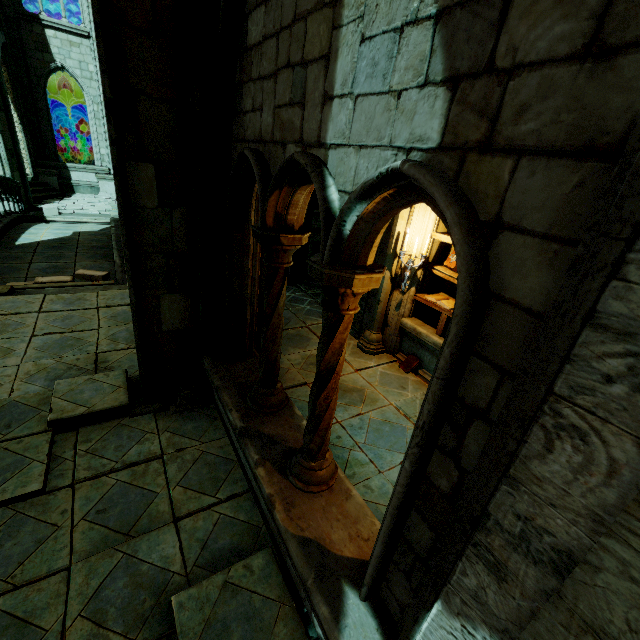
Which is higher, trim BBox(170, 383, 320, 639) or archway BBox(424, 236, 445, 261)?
archway BBox(424, 236, 445, 261)

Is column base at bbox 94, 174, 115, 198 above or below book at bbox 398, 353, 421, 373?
above

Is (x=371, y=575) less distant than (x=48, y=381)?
Yes

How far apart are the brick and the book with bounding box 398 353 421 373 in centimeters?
750cm

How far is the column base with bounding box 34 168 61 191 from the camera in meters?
16.4

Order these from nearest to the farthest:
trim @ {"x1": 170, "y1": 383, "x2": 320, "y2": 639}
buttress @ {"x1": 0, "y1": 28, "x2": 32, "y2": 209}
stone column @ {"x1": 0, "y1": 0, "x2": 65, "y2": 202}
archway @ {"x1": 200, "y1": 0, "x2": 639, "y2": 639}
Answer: archway @ {"x1": 200, "y1": 0, "x2": 639, "y2": 639}, trim @ {"x1": 170, "y1": 383, "x2": 320, "y2": 639}, buttress @ {"x1": 0, "y1": 28, "x2": 32, "y2": 209}, stone column @ {"x1": 0, "y1": 0, "x2": 65, "y2": 202}

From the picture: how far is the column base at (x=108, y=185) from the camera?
17.74m

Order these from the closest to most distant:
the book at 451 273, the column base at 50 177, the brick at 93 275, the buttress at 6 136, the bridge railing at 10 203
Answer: the book at 451 273 < the brick at 93 275 < the bridge railing at 10 203 < the buttress at 6 136 < the column base at 50 177
